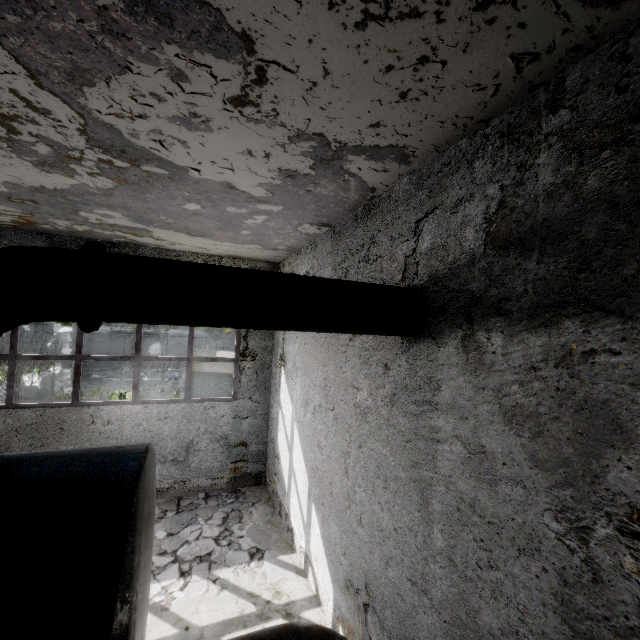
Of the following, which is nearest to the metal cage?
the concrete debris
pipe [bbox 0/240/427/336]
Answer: the concrete debris

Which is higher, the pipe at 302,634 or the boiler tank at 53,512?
the boiler tank at 53,512

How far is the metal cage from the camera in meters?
11.7 m

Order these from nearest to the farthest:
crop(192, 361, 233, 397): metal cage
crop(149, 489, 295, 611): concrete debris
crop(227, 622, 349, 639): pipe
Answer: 1. crop(227, 622, 349, 639): pipe
2. crop(149, 489, 295, 611): concrete debris
3. crop(192, 361, 233, 397): metal cage

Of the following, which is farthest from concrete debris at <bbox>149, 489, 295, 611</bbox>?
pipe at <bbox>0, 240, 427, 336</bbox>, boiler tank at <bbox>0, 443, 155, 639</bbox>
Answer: pipe at <bbox>0, 240, 427, 336</bbox>

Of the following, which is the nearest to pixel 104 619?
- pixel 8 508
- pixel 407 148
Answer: pixel 8 508

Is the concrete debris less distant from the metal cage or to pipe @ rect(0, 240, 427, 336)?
the metal cage

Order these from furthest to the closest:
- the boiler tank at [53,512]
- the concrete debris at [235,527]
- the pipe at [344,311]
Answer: the concrete debris at [235,527] < the pipe at [344,311] < the boiler tank at [53,512]
